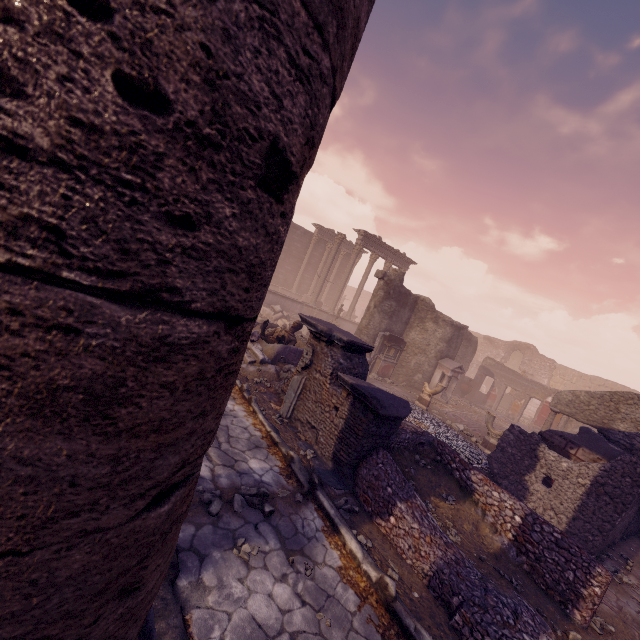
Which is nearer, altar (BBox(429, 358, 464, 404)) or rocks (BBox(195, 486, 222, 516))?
rocks (BBox(195, 486, 222, 516))

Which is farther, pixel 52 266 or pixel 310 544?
pixel 310 544

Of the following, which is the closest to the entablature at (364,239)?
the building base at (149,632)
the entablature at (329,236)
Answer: the entablature at (329,236)

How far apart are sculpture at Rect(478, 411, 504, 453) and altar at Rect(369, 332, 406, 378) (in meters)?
5.13

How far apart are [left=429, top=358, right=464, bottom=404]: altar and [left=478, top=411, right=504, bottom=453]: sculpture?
4.5m

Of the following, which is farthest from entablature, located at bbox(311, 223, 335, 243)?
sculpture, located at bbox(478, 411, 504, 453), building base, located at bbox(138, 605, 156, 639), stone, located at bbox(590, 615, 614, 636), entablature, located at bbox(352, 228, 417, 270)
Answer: stone, located at bbox(590, 615, 614, 636)

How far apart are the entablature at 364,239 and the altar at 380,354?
9.8 meters

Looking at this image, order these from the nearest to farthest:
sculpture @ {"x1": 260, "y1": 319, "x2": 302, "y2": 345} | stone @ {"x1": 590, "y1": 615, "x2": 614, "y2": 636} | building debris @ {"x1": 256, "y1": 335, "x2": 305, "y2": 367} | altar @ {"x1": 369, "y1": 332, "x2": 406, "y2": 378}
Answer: stone @ {"x1": 590, "y1": 615, "x2": 614, "y2": 636}, building debris @ {"x1": 256, "y1": 335, "x2": 305, "y2": 367}, sculpture @ {"x1": 260, "y1": 319, "x2": 302, "y2": 345}, altar @ {"x1": 369, "y1": 332, "x2": 406, "y2": 378}
